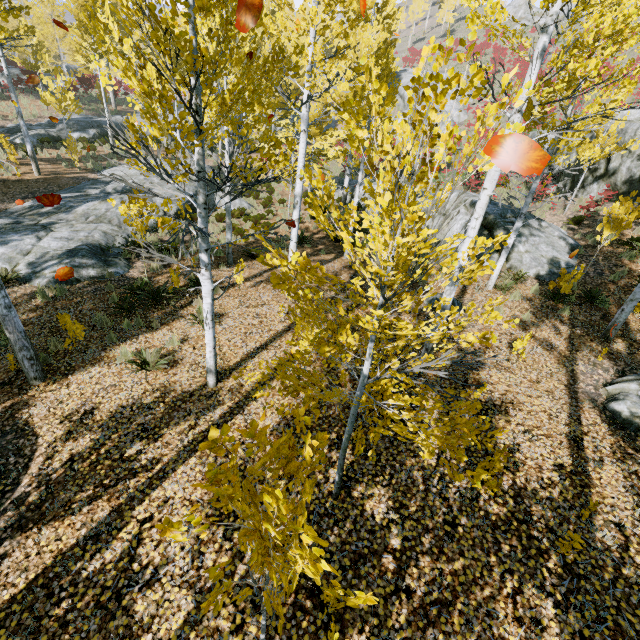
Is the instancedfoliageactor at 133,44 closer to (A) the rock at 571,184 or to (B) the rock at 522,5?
(A) the rock at 571,184

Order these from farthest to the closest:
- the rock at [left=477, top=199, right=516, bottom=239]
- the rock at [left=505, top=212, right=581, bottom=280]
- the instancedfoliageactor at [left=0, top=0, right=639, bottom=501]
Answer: the rock at [left=477, top=199, right=516, bottom=239] → the rock at [left=505, top=212, right=581, bottom=280] → the instancedfoliageactor at [left=0, top=0, right=639, bottom=501]

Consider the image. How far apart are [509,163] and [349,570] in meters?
4.5

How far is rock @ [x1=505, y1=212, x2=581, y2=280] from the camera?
11.23m

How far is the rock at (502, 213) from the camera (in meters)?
11.95

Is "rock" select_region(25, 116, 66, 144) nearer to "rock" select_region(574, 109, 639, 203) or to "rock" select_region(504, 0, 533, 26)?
"rock" select_region(574, 109, 639, 203)

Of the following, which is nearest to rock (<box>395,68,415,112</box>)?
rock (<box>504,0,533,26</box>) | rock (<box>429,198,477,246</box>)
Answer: rock (<box>429,198,477,246</box>)

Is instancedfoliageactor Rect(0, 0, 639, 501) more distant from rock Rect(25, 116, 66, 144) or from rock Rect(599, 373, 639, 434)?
rock Rect(599, 373, 639, 434)
